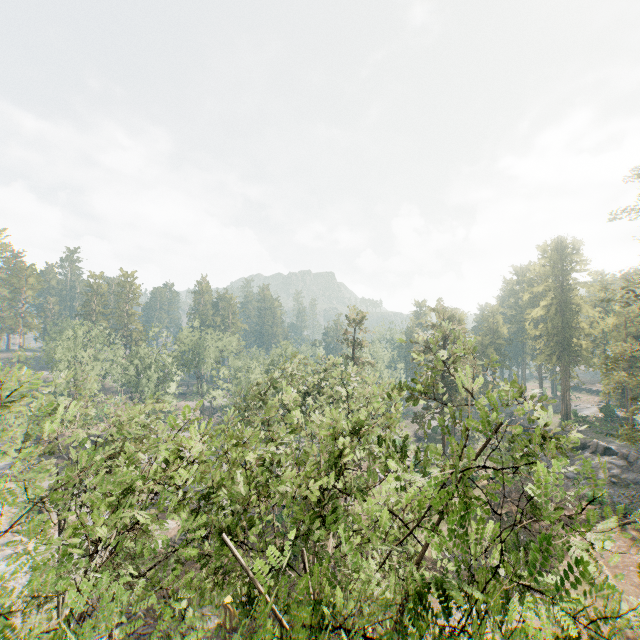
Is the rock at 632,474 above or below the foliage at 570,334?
below

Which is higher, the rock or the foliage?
the foliage

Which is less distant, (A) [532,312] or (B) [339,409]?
(B) [339,409]

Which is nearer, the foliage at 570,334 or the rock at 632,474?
the foliage at 570,334

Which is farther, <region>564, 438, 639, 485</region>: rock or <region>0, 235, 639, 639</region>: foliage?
<region>564, 438, 639, 485</region>: rock
